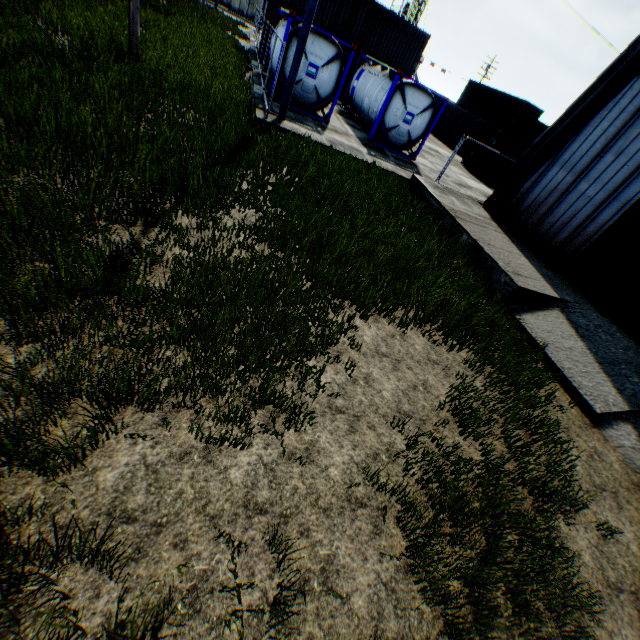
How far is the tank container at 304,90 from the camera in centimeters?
1333cm

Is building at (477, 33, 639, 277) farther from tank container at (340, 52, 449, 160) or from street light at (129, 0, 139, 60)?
street light at (129, 0, 139, 60)

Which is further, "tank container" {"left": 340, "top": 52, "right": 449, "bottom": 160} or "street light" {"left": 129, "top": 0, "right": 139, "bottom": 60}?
"tank container" {"left": 340, "top": 52, "right": 449, "bottom": 160}

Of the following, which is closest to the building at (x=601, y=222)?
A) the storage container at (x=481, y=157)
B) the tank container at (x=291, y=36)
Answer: the tank container at (x=291, y=36)

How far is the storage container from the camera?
21.2m

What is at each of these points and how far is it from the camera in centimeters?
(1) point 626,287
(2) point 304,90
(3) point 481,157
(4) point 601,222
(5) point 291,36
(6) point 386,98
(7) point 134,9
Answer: (1) hanging door, 880cm
(2) tank container, 1430cm
(3) storage container, 2298cm
(4) building, 918cm
(5) tank container, 1311cm
(6) tank container, 1509cm
(7) street light, 913cm

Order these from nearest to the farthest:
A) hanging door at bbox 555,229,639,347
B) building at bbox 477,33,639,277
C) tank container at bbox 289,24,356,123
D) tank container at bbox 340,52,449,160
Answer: hanging door at bbox 555,229,639,347, building at bbox 477,33,639,277, tank container at bbox 289,24,356,123, tank container at bbox 340,52,449,160

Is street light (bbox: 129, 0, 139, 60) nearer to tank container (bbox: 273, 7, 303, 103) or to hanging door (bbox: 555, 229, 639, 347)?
tank container (bbox: 273, 7, 303, 103)
